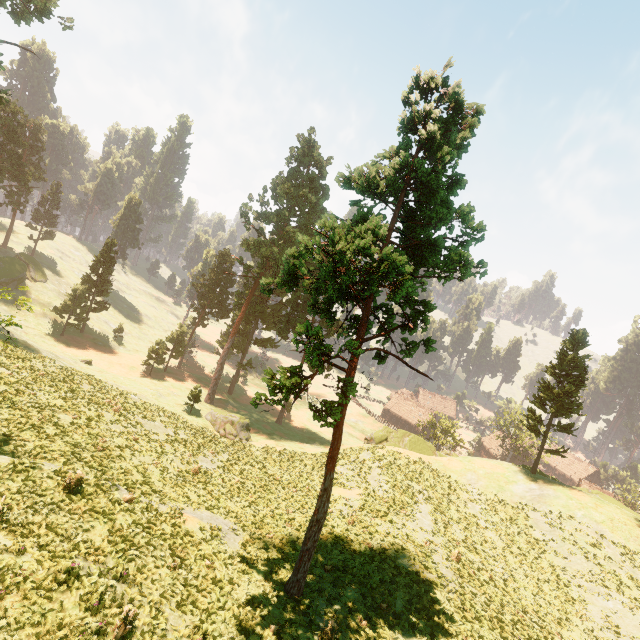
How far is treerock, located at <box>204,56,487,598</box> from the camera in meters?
12.1 m

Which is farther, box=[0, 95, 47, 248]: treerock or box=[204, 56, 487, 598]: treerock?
box=[0, 95, 47, 248]: treerock

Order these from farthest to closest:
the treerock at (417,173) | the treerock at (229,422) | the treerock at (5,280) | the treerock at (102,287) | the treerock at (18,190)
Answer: the treerock at (5,280), the treerock at (102,287), the treerock at (18,190), the treerock at (229,422), the treerock at (417,173)

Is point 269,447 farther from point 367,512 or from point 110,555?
point 110,555

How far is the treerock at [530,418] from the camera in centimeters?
3334cm

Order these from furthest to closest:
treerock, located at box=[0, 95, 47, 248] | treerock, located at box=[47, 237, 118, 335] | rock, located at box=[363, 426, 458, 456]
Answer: treerock, located at box=[47, 237, 118, 335] < treerock, located at box=[0, 95, 47, 248] < rock, located at box=[363, 426, 458, 456]
